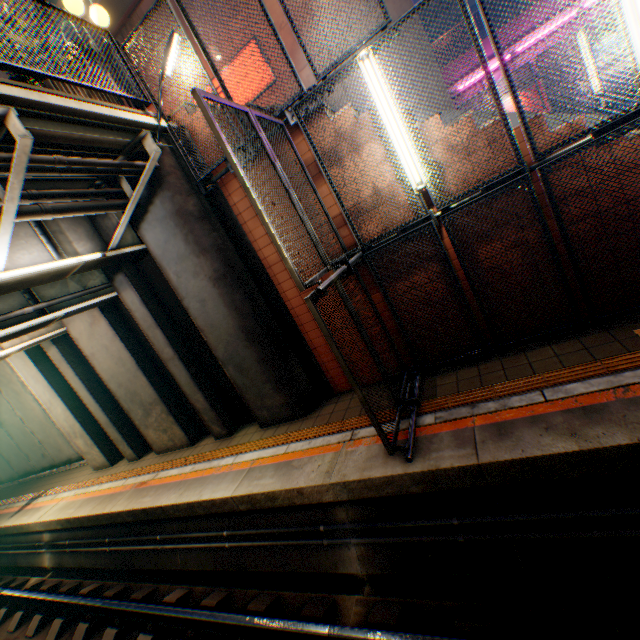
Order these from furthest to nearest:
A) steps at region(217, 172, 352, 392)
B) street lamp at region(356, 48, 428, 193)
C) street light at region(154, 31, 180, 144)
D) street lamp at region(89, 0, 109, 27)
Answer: steps at region(217, 172, 352, 392)
street lamp at region(89, 0, 109, 27)
street light at region(154, 31, 180, 144)
street lamp at region(356, 48, 428, 193)

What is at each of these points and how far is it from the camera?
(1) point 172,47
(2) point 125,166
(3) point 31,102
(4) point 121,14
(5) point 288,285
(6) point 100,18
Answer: (1) street light, 4.8m
(2) pipe, 5.0m
(3) bridge, 3.8m
(4) overpass support, 13.7m
(5) steps, 6.3m
(6) street lamp, 5.5m

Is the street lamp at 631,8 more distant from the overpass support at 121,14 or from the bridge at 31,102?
the overpass support at 121,14

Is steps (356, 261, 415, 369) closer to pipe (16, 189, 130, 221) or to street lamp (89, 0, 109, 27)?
street lamp (89, 0, 109, 27)

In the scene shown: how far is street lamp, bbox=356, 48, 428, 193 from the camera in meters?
4.2

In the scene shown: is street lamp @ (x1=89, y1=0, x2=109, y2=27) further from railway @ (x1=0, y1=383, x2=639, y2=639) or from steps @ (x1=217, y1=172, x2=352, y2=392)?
railway @ (x1=0, y1=383, x2=639, y2=639)

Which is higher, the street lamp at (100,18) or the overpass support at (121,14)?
the overpass support at (121,14)

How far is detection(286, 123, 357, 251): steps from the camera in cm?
522
